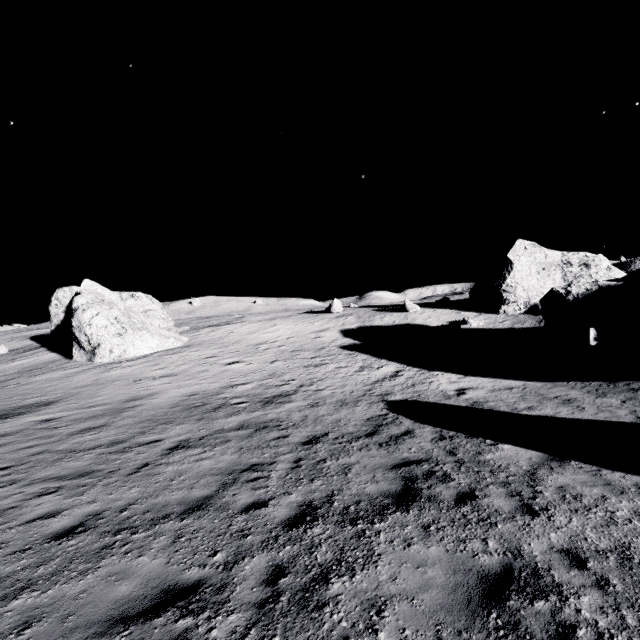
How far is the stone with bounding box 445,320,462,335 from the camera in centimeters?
2958cm

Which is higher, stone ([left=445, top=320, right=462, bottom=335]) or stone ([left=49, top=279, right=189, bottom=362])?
stone ([left=49, top=279, right=189, bottom=362])

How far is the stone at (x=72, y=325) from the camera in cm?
2702

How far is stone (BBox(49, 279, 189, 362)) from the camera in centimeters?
2702cm

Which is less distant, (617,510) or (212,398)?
(617,510)

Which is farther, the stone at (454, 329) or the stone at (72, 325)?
the stone at (454, 329)

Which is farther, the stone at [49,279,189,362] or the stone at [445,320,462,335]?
the stone at [445,320,462,335]
